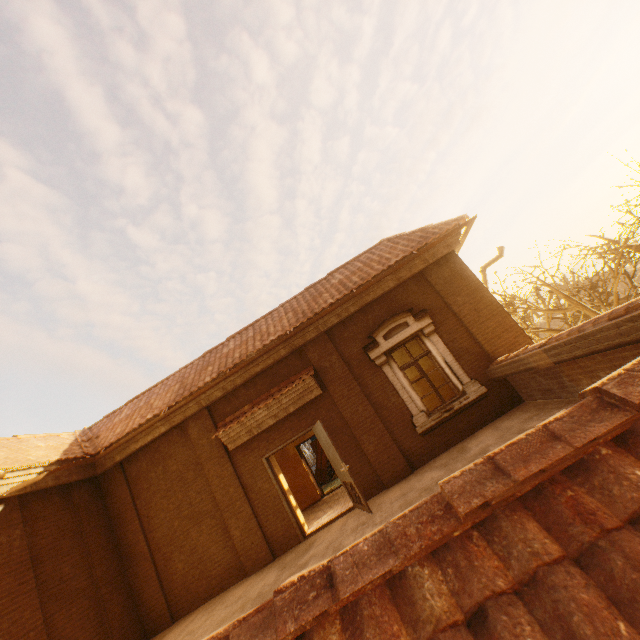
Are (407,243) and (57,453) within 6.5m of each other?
no

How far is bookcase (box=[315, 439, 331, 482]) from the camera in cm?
1694

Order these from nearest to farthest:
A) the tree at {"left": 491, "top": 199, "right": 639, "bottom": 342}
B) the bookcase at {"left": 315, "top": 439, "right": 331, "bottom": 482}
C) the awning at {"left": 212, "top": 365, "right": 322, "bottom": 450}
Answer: the awning at {"left": 212, "top": 365, "right": 322, "bottom": 450} < the tree at {"left": 491, "top": 199, "right": 639, "bottom": 342} < the bookcase at {"left": 315, "top": 439, "right": 331, "bottom": 482}

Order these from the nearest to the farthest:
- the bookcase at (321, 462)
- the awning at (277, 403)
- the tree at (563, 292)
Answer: the awning at (277, 403), the tree at (563, 292), the bookcase at (321, 462)

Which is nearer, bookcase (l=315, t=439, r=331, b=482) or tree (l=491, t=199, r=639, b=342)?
tree (l=491, t=199, r=639, b=342)

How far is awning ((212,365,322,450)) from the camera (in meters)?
8.44

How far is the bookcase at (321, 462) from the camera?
16.9 meters

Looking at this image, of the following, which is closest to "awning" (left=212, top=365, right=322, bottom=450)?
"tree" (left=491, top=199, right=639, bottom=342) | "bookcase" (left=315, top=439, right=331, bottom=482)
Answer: "bookcase" (left=315, top=439, right=331, bottom=482)
